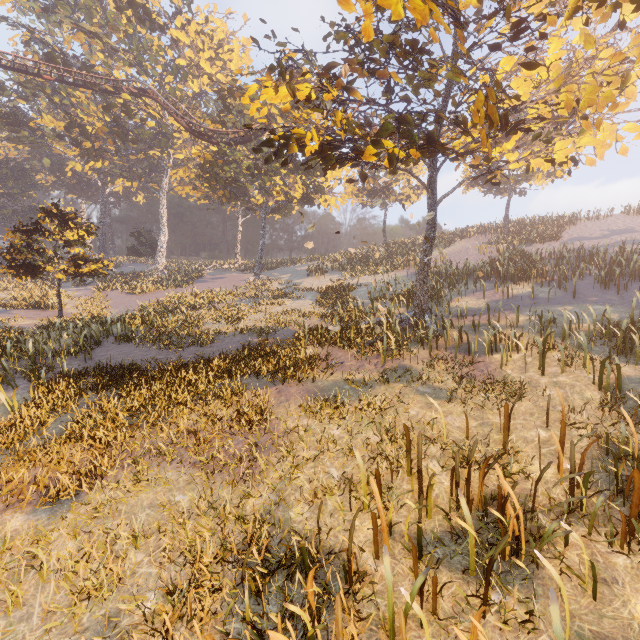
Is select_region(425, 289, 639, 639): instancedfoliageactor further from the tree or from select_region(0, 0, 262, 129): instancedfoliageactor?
select_region(0, 0, 262, 129): instancedfoliageactor

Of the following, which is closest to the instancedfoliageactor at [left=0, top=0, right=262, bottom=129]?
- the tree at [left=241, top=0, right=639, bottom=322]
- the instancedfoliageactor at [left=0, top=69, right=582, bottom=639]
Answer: the instancedfoliageactor at [left=0, top=69, right=582, bottom=639]

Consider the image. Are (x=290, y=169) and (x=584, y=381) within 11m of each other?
no

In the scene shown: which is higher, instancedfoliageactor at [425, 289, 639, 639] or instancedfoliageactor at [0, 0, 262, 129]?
instancedfoliageactor at [0, 0, 262, 129]

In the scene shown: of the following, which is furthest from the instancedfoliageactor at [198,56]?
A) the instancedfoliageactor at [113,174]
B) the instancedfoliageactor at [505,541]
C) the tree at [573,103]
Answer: the instancedfoliageactor at [505,541]

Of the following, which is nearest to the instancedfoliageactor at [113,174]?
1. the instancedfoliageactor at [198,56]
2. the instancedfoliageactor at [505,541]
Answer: the instancedfoliageactor at [198,56]

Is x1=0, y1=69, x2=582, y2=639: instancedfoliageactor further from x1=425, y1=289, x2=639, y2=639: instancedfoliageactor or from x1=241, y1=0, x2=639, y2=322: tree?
x1=425, y1=289, x2=639, y2=639: instancedfoliageactor

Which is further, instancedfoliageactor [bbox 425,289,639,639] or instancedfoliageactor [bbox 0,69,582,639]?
instancedfoliageactor [bbox 0,69,582,639]
